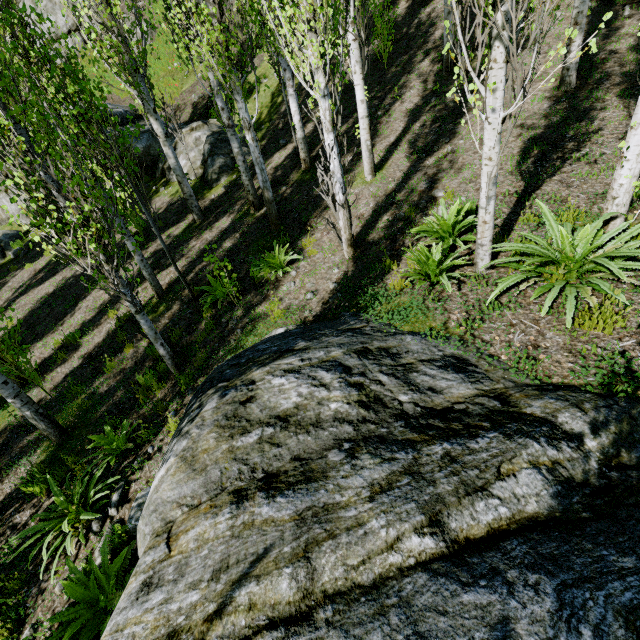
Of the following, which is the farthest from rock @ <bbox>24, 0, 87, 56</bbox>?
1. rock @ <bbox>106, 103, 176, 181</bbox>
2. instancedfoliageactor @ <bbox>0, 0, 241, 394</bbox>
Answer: rock @ <bbox>106, 103, 176, 181</bbox>

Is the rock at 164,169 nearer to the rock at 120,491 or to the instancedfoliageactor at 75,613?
the instancedfoliageactor at 75,613

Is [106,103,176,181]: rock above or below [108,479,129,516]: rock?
above

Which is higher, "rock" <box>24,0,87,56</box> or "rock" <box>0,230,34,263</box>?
"rock" <box>24,0,87,56</box>

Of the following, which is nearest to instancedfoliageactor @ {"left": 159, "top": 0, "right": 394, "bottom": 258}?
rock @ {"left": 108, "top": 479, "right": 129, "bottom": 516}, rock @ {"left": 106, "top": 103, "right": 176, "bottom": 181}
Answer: rock @ {"left": 106, "top": 103, "right": 176, "bottom": 181}

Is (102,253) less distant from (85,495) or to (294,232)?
(85,495)

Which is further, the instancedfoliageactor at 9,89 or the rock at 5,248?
the rock at 5,248
